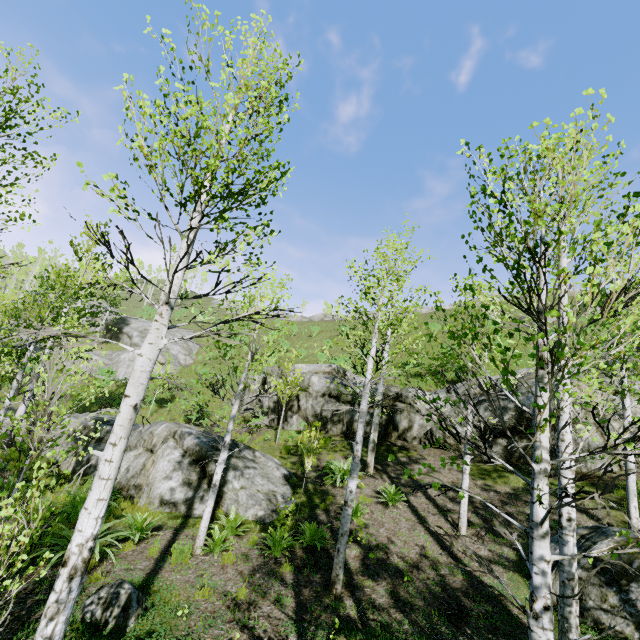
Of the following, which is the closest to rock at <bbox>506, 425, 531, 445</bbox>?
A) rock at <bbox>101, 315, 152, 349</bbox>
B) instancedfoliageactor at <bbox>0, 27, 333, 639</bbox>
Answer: instancedfoliageactor at <bbox>0, 27, 333, 639</bbox>

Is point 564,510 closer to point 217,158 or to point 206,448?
point 217,158

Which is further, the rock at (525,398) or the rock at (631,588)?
the rock at (525,398)

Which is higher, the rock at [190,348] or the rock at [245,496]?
the rock at [190,348]

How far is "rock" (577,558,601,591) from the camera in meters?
6.3 m

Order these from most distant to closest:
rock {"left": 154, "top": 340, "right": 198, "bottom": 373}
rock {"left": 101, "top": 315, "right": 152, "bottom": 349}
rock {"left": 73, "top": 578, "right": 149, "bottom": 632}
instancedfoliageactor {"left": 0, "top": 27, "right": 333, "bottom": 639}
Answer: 1. rock {"left": 101, "top": 315, "right": 152, "bottom": 349}
2. rock {"left": 154, "top": 340, "right": 198, "bottom": 373}
3. rock {"left": 73, "top": 578, "right": 149, "bottom": 632}
4. instancedfoliageactor {"left": 0, "top": 27, "right": 333, "bottom": 639}

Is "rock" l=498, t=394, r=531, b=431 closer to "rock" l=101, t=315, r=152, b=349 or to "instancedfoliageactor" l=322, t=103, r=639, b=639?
"instancedfoliageactor" l=322, t=103, r=639, b=639

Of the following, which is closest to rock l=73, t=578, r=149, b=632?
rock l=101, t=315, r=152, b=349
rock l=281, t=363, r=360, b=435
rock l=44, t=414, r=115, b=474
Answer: rock l=44, t=414, r=115, b=474
